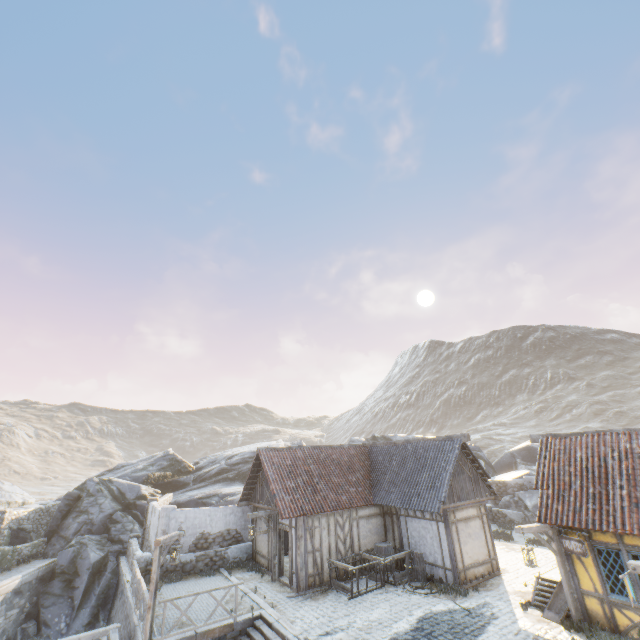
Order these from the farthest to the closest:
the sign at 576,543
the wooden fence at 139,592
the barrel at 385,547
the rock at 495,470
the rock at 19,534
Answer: the rock at 495,470 < the rock at 19,534 < the barrel at 385,547 < the wooden fence at 139,592 < the sign at 576,543

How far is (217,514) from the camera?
18.8m

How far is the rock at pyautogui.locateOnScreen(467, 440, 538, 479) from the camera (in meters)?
29.15

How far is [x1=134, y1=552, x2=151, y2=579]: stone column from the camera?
16.19m

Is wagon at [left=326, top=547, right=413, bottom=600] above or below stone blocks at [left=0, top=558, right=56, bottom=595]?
above

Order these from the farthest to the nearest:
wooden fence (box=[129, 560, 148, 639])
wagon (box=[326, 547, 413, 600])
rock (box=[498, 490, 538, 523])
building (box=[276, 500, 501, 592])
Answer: rock (box=[498, 490, 538, 523]) → building (box=[276, 500, 501, 592]) → wagon (box=[326, 547, 413, 600]) → wooden fence (box=[129, 560, 148, 639])

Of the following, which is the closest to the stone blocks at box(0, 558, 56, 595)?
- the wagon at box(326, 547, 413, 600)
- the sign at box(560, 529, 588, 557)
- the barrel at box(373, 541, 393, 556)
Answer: the sign at box(560, 529, 588, 557)

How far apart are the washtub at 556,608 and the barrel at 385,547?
6.2m
